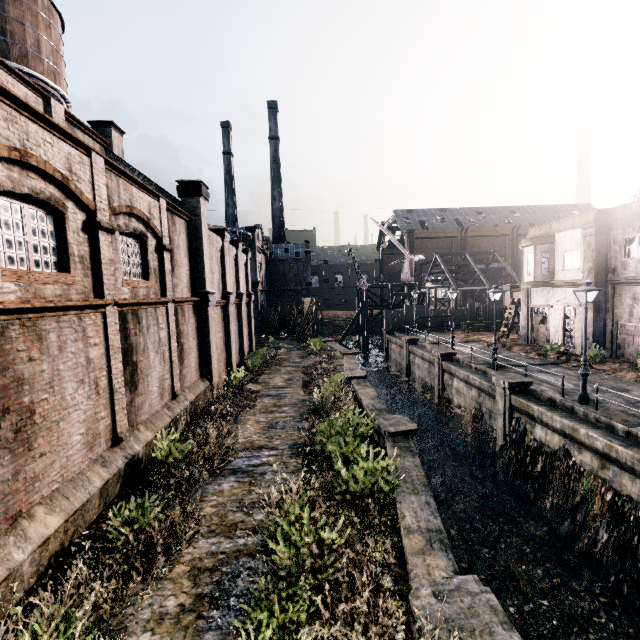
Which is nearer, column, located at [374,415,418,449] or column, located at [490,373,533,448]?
column, located at [374,415,418,449]

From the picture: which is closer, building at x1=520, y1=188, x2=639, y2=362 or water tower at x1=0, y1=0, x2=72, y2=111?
water tower at x1=0, y1=0, x2=72, y2=111

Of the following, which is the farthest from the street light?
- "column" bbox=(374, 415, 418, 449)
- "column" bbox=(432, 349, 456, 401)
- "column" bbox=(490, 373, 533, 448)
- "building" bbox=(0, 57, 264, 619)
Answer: "building" bbox=(0, 57, 264, 619)

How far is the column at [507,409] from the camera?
17.9m

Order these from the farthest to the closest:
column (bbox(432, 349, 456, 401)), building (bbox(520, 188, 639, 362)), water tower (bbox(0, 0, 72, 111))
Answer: column (bbox(432, 349, 456, 401)), building (bbox(520, 188, 639, 362)), water tower (bbox(0, 0, 72, 111))

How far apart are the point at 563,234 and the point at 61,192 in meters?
31.8 m

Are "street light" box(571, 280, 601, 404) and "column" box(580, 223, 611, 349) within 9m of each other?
no

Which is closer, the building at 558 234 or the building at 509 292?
the building at 558 234
